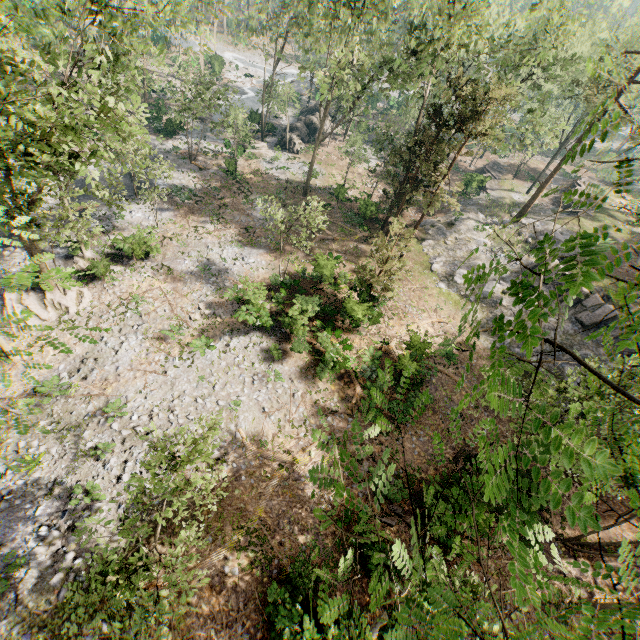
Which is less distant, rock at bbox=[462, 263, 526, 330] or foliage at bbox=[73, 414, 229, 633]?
foliage at bbox=[73, 414, 229, 633]

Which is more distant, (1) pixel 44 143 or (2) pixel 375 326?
(2) pixel 375 326

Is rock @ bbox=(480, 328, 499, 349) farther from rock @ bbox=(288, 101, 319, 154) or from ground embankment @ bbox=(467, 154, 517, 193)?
rock @ bbox=(288, 101, 319, 154)

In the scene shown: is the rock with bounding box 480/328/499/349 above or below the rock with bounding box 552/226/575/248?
below

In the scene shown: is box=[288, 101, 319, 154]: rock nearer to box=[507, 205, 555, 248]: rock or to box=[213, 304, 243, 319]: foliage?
box=[507, 205, 555, 248]: rock

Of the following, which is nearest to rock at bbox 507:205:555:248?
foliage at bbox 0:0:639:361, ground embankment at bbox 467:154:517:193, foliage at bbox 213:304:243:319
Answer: foliage at bbox 0:0:639:361

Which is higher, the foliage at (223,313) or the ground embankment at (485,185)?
the ground embankment at (485,185)

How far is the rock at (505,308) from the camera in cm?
2619
